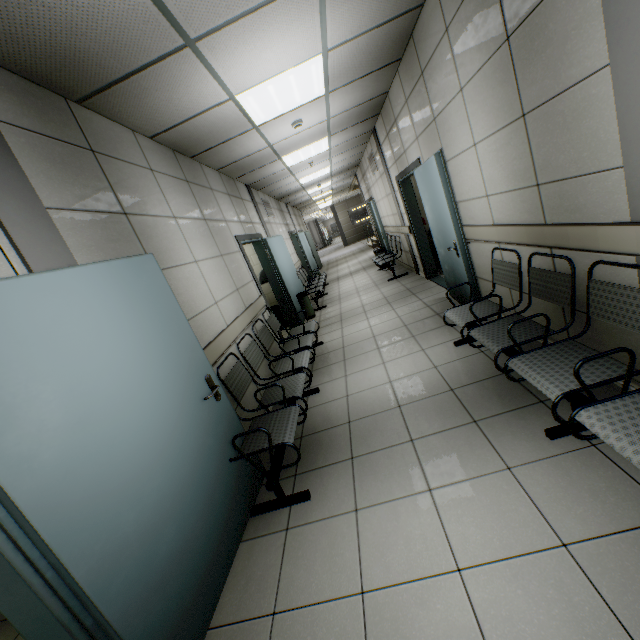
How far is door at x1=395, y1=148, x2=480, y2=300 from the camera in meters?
3.6 m

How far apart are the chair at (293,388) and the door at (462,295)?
2.1m

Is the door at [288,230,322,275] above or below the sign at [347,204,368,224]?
below

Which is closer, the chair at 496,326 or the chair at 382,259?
the chair at 496,326

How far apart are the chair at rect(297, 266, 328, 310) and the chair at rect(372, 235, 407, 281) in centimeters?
156cm

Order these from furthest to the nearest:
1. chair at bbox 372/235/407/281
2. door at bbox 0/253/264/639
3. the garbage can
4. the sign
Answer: the sign, chair at bbox 372/235/407/281, the garbage can, door at bbox 0/253/264/639

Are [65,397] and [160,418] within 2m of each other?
yes

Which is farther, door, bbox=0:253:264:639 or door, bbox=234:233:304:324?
door, bbox=234:233:304:324
